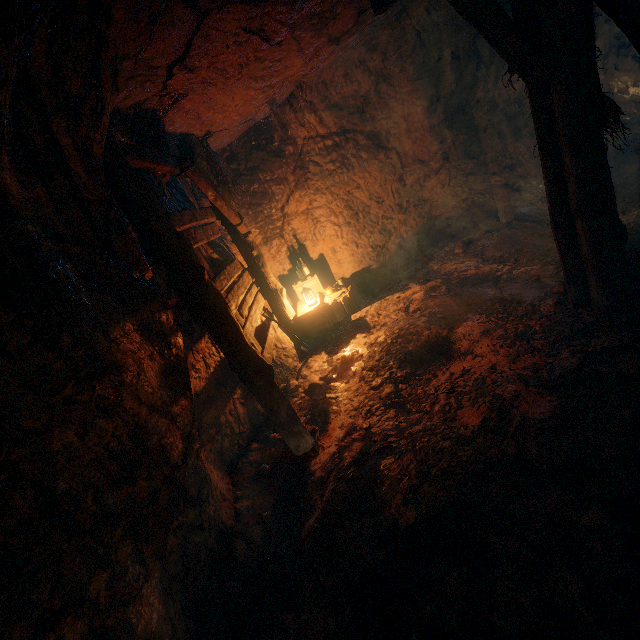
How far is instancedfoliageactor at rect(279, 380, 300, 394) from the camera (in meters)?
5.54

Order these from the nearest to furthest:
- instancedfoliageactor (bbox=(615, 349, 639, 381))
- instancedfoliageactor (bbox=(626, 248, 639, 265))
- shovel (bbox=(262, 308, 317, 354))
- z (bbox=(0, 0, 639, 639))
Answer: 1. z (bbox=(0, 0, 639, 639))
2. instancedfoliageactor (bbox=(615, 349, 639, 381))
3. instancedfoliageactor (bbox=(626, 248, 639, 265))
4. shovel (bbox=(262, 308, 317, 354))

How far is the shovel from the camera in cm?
614

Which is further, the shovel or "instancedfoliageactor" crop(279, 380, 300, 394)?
the shovel

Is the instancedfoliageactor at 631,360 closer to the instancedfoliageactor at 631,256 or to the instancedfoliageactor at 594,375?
the instancedfoliageactor at 594,375

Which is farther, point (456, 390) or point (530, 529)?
point (456, 390)

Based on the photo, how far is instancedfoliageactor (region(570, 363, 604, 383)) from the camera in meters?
3.0 m

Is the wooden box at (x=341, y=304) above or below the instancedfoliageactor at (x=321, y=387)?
above
